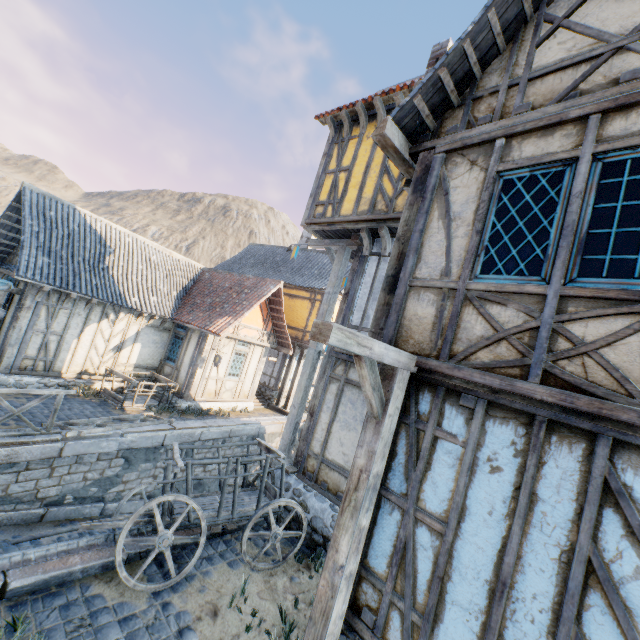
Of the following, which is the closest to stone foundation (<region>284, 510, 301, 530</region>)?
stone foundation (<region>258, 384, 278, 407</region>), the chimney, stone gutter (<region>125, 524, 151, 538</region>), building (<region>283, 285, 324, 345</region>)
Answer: stone gutter (<region>125, 524, 151, 538</region>)

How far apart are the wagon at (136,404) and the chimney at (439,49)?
12.9 meters

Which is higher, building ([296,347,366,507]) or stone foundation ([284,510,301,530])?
building ([296,347,366,507])

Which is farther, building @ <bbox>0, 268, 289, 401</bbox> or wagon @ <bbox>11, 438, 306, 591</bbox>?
building @ <bbox>0, 268, 289, 401</bbox>

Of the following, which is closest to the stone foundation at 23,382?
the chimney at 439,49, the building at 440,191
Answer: the building at 440,191

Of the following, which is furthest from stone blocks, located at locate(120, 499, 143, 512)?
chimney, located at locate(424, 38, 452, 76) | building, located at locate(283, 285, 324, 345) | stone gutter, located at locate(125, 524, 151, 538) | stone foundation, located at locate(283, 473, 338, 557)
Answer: chimney, located at locate(424, 38, 452, 76)

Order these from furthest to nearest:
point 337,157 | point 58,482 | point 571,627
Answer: point 337,157, point 58,482, point 571,627

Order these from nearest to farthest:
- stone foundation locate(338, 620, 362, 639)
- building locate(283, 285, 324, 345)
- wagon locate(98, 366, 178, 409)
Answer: stone foundation locate(338, 620, 362, 639)
wagon locate(98, 366, 178, 409)
building locate(283, 285, 324, 345)
